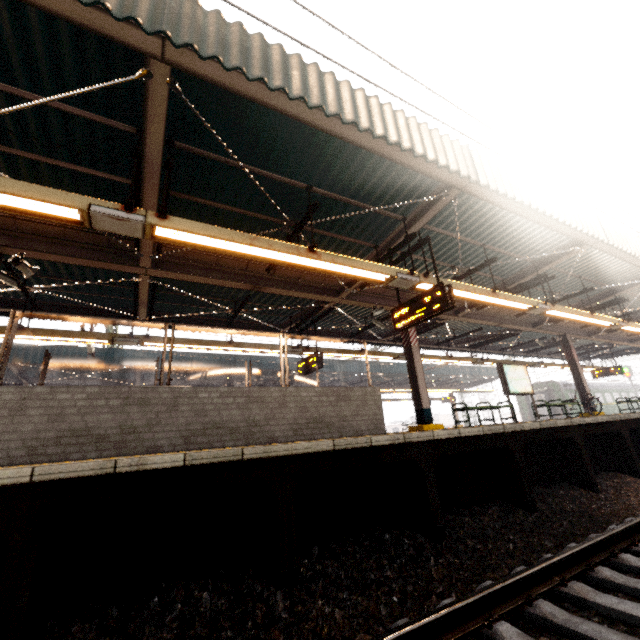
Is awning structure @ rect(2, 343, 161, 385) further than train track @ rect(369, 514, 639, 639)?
Yes

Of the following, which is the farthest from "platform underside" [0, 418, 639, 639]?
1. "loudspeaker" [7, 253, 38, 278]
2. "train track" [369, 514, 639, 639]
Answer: "loudspeaker" [7, 253, 38, 278]

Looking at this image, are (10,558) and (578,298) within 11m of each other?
no

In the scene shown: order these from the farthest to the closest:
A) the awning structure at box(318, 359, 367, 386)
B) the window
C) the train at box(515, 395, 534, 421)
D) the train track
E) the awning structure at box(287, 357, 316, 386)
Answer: the train at box(515, 395, 534, 421), the awning structure at box(318, 359, 367, 386), the awning structure at box(287, 357, 316, 386), the window, the train track

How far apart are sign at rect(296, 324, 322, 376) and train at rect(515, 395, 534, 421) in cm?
2629

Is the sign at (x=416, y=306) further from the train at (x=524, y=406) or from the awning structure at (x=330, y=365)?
the train at (x=524, y=406)

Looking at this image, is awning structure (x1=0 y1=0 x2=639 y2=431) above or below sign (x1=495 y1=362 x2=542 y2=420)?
above

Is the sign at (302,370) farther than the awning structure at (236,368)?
No
